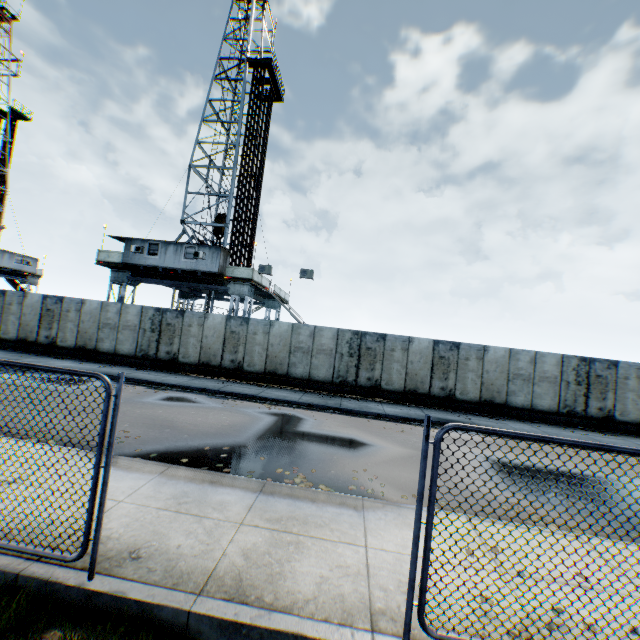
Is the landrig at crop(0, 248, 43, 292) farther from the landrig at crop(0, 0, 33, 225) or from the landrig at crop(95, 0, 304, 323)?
the landrig at crop(95, 0, 304, 323)

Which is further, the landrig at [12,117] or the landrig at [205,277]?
the landrig at [12,117]

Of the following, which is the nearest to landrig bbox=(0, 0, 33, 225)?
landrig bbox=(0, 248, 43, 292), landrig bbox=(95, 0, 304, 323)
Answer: landrig bbox=(0, 248, 43, 292)

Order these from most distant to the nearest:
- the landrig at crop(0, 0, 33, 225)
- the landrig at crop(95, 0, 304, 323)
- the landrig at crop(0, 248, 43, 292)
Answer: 1. the landrig at crop(0, 0, 33, 225)
2. the landrig at crop(0, 248, 43, 292)
3. the landrig at crop(95, 0, 304, 323)

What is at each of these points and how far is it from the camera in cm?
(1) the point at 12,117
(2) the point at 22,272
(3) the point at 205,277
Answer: (1) landrig, 3812
(2) landrig, 3656
(3) landrig, 2238

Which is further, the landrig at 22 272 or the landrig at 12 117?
the landrig at 12 117
